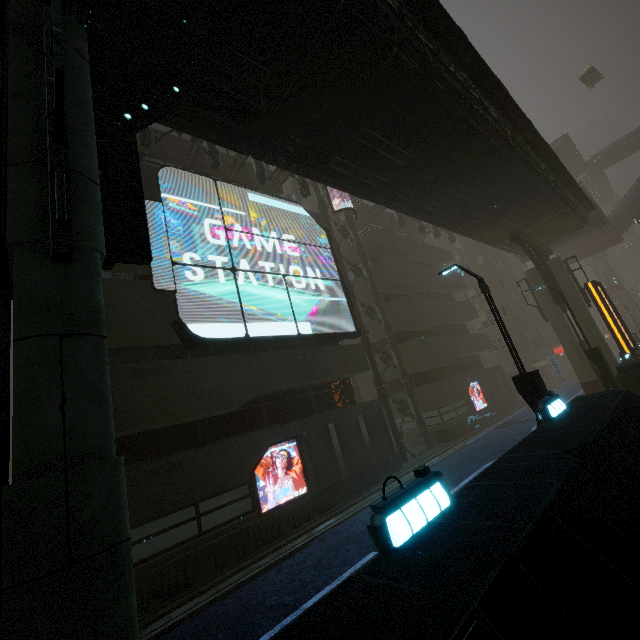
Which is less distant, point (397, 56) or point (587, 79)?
point (397, 56)

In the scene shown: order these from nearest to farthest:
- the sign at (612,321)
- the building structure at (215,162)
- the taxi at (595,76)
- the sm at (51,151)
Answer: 1. the sm at (51,151)
2. the building structure at (215,162)
3. the sign at (612,321)
4. the taxi at (595,76)

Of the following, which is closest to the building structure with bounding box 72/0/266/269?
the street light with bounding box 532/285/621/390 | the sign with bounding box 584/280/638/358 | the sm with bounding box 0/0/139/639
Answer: the sm with bounding box 0/0/139/639

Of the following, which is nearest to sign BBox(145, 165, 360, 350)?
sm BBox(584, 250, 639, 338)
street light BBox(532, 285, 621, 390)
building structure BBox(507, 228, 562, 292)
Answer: street light BBox(532, 285, 621, 390)

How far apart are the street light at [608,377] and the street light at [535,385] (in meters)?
9.67

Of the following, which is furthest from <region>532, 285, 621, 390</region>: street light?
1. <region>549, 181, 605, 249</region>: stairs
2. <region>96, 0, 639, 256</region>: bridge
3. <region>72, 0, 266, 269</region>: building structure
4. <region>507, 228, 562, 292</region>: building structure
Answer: <region>72, 0, 266, 269</region>: building structure

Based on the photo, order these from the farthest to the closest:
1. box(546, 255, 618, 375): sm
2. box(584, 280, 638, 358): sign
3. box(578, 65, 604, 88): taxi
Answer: box(578, 65, 604, 88): taxi < box(546, 255, 618, 375): sm < box(584, 280, 638, 358): sign

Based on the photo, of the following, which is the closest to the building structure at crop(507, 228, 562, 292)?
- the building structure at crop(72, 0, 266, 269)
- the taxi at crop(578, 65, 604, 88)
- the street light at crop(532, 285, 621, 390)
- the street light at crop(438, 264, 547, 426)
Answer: the street light at crop(532, 285, 621, 390)
